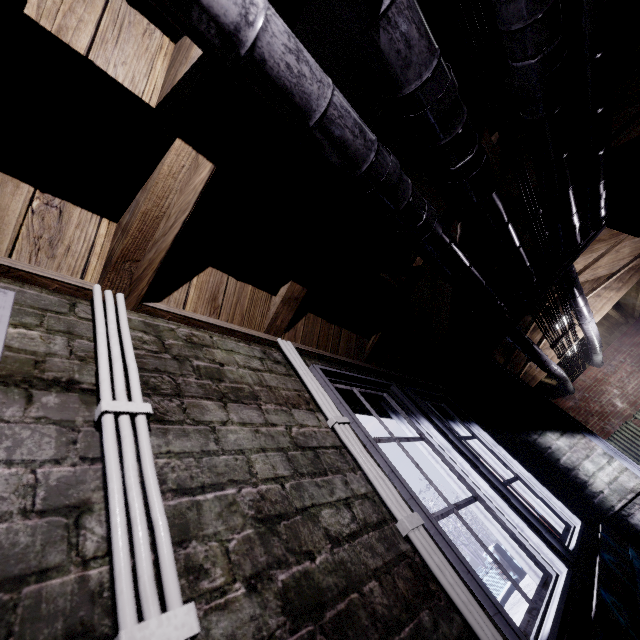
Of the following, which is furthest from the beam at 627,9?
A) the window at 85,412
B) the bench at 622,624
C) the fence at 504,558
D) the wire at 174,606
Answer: the fence at 504,558

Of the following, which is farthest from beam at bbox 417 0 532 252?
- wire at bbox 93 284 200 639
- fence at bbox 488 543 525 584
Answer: fence at bbox 488 543 525 584

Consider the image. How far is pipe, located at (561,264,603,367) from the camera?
3.6m

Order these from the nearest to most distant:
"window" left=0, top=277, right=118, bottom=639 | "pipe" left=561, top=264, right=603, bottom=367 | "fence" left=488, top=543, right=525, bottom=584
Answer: "window" left=0, top=277, right=118, bottom=639, "pipe" left=561, top=264, right=603, bottom=367, "fence" left=488, top=543, right=525, bottom=584

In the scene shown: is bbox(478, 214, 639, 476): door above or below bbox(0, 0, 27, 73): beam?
below

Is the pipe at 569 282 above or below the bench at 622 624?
above

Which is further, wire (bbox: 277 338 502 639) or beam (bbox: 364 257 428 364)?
beam (bbox: 364 257 428 364)

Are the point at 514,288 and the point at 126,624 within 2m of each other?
no
